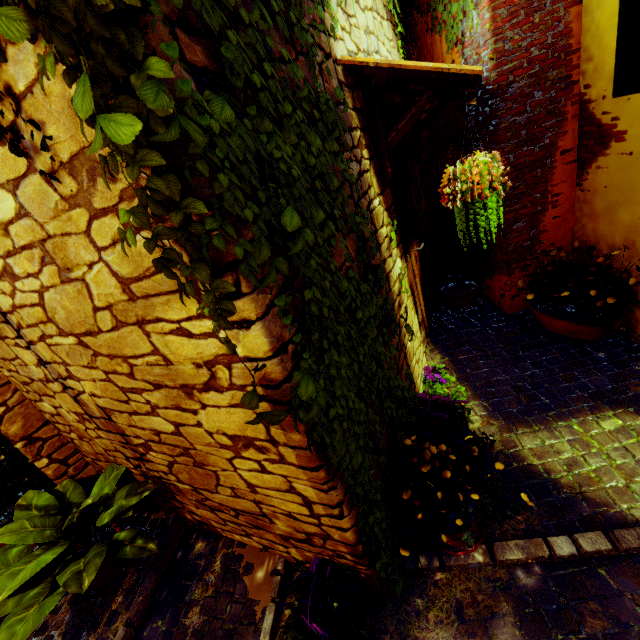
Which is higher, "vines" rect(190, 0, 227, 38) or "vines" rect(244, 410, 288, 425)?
"vines" rect(190, 0, 227, 38)

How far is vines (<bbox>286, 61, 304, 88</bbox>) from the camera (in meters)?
1.20

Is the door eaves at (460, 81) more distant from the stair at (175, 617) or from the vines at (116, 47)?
the stair at (175, 617)

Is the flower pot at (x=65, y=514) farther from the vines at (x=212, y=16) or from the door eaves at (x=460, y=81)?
the door eaves at (x=460, y=81)

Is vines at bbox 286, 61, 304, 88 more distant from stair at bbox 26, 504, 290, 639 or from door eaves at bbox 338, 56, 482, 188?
stair at bbox 26, 504, 290, 639

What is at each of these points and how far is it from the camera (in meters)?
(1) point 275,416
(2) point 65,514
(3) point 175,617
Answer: (1) vines, 1.21
(2) flower pot, 2.47
(3) stair, 2.16

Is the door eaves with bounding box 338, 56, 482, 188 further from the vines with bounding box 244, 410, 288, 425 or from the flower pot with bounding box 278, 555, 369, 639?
the flower pot with bounding box 278, 555, 369, 639
